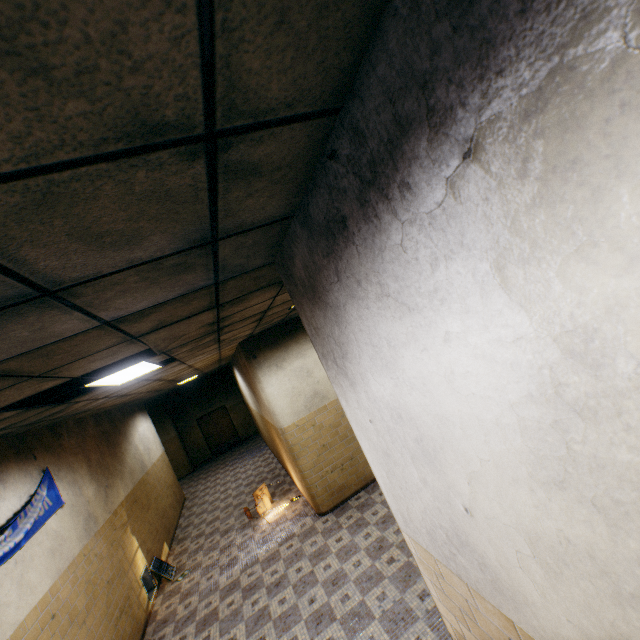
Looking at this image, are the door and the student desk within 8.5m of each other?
no

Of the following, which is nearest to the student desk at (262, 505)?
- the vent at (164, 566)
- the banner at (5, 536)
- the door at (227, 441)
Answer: the vent at (164, 566)

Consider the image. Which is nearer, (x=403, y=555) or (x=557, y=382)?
(x=557, y=382)

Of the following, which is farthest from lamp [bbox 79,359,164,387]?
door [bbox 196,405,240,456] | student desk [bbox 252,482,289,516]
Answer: door [bbox 196,405,240,456]

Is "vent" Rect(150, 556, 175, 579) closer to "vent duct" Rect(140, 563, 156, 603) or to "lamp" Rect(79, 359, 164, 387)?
"vent duct" Rect(140, 563, 156, 603)

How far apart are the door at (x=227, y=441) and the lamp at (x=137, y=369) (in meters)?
13.64

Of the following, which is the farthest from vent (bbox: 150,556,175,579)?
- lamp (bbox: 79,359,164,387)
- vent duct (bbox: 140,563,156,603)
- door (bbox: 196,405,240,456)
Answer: door (bbox: 196,405,240,456)

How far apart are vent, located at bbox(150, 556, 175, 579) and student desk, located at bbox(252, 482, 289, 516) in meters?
1.9 m
